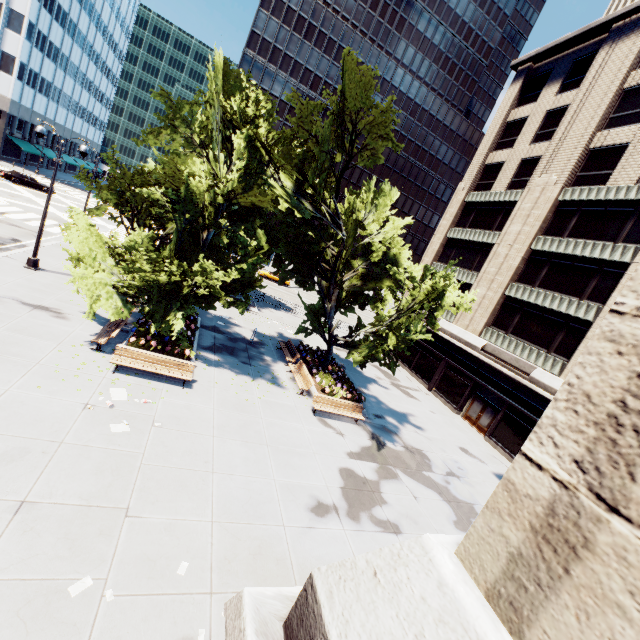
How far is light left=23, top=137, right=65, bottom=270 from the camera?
16.5m

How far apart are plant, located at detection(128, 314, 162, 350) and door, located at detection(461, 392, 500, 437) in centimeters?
2233cm

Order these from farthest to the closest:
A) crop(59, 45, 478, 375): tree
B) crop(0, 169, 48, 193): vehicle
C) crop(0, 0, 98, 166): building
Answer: crop(0, 0, 98, 166): building
crop(0, 169, 48, 193): vehicle
crop(59, 45, 478, 375): tree

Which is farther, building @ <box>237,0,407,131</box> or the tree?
building @ <box>237,0,407,131</box>

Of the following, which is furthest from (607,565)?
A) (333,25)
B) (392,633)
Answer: (333,25)

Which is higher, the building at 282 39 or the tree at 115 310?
the building at 282 39

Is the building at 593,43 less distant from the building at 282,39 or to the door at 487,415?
the door at 487,415

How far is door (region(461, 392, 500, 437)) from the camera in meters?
23.0
